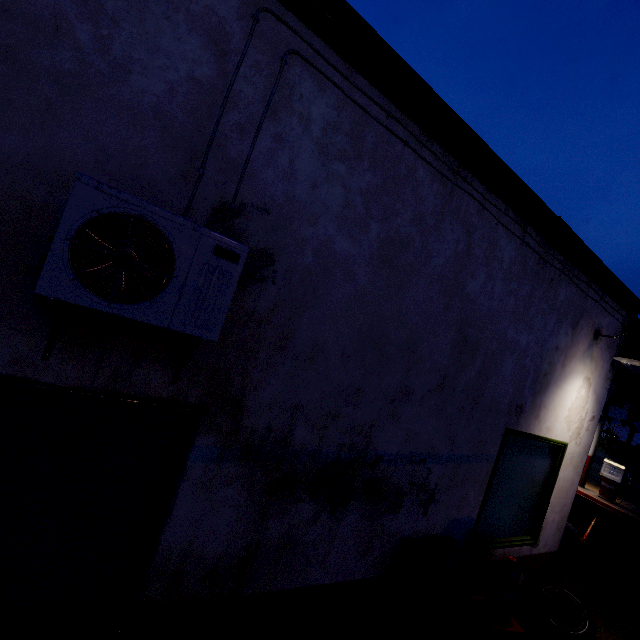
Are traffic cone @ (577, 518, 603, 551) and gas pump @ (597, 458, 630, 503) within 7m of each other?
yes

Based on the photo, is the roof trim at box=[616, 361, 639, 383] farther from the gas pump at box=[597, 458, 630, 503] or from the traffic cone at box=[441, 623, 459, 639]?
the traffic cone at box=[441, 623, 459, 639]

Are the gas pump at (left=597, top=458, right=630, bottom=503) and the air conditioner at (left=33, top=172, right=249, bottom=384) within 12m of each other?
no

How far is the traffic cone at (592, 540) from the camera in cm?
796

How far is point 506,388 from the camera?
3.8 meters

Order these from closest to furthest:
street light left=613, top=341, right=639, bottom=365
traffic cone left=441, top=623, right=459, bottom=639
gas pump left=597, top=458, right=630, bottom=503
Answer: traffic cone left=441, top=623, right=459, bottom=639 < street light left=613, top=341, right=639, bottom=365 < gas pump left=597, top=458, right=630, bottom=503

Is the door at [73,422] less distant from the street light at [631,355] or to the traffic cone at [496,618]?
→ the traffic cone at [496,618]

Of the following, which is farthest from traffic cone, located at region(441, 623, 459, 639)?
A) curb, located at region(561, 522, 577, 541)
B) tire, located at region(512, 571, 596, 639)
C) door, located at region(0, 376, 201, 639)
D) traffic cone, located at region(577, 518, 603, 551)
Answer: traffic cone, located at region(577, 518, 603, 551)
